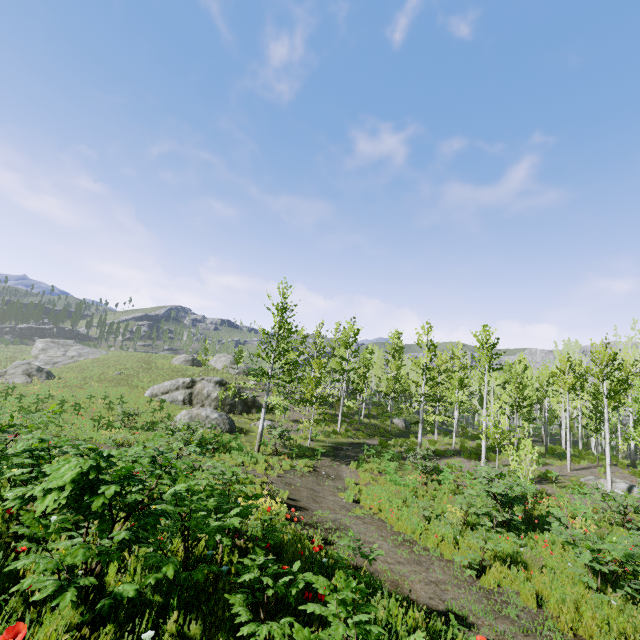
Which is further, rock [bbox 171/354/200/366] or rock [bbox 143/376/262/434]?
rock [bbox 171/354/200/366]

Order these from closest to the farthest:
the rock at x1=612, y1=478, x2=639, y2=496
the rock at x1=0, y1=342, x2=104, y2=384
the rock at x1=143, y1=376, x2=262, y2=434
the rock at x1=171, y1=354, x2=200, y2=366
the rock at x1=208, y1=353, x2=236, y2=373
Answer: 1. the rock at x1=612, y1=478, x2=639, y2=496
2. the rock at x1=143, y1=376, x2=262, y2=434
3. the rock at x1=0, y1=342, x2=104, y2=384
4. the rock at x1=171, y1=354, x2=200, y2=366
5. the rock at x1=208, y1=353, x2=236, y2=373

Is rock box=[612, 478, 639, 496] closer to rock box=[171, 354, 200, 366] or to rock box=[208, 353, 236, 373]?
rock box=[208, 353, 236, 373]

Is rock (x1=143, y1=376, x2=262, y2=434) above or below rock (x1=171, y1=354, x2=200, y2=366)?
below

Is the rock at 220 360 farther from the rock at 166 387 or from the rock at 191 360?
the rock at 166 387

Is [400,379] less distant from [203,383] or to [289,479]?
[203,383]

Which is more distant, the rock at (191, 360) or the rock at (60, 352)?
the rock at (191, 360)

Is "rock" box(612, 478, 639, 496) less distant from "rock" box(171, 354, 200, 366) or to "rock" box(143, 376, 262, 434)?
"rock" box(143, 376, 262, 434)
